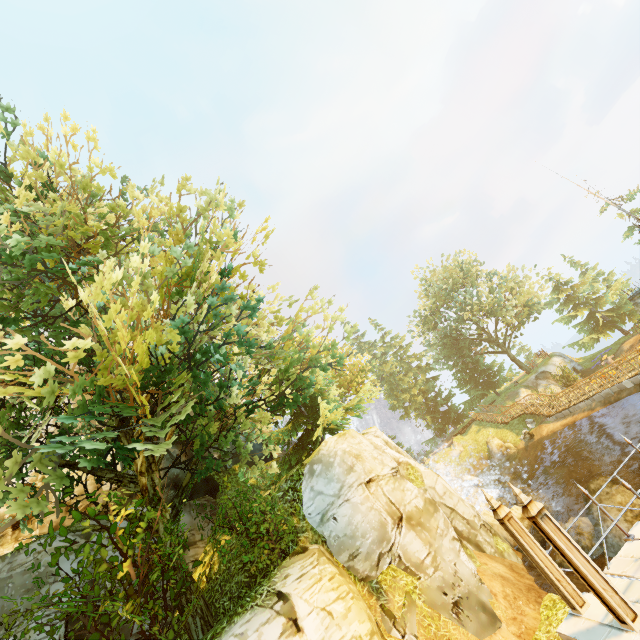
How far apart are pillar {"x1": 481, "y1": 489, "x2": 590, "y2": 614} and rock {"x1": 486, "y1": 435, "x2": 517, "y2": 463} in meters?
26.3

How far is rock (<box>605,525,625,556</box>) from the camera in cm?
1714

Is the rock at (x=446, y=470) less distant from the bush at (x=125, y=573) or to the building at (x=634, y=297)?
the building at (x=634, y=297)

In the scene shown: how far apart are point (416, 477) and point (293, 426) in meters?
6.7 m

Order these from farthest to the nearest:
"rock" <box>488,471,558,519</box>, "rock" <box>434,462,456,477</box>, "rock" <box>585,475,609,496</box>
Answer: "rock" <box>434,462,456,477</box> → "rock" <box>488,471,558,519</box> → "rock" <box>585,475,609,496</box>

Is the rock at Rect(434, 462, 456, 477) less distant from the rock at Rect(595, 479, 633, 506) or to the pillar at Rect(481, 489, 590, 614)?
the rock at Rect(595, 479, 633, 506)

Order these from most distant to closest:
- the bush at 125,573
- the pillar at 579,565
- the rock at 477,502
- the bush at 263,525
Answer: the rock at 477,502, the bush at 263,525, the bush at 125,573, the pillar at 579,565

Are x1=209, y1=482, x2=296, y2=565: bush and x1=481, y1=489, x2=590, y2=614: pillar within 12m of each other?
yes
